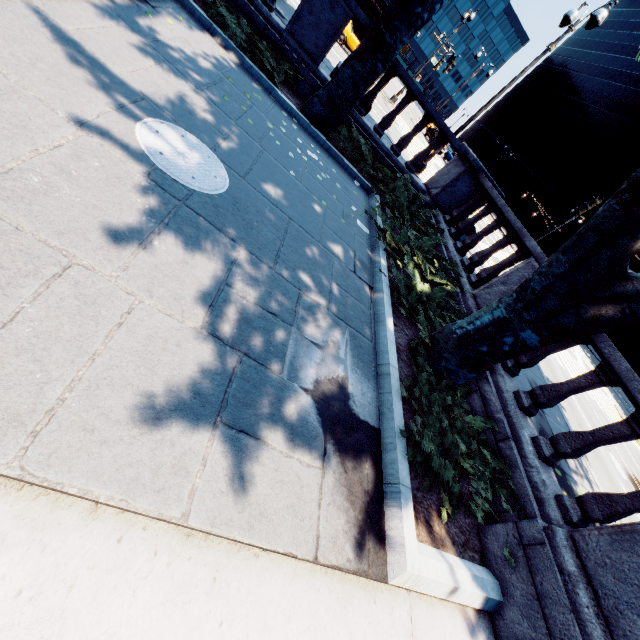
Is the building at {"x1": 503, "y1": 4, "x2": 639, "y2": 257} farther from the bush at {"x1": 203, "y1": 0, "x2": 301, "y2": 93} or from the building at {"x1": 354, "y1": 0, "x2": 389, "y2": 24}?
the bush at {"x1": 203, "y1": 0, "x2": 301, "y2": 93}

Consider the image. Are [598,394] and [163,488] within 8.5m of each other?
no

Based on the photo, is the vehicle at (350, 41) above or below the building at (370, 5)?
below

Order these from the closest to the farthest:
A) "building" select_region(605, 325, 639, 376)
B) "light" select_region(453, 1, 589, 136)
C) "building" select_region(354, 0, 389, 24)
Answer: "light" select_region(453, 1, 589, 136) → "building" select_region(354, 0, 389, 24) → "building" select_region(605, 325, 639, 376)

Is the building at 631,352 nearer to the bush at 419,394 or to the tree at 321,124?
the tree at 321,124

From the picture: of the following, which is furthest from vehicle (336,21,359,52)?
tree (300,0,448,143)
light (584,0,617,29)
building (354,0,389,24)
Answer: tree (300,0,448,143)

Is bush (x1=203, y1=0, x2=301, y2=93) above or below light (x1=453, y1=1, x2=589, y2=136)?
below

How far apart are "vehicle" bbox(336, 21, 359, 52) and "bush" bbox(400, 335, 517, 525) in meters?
26.4 m
